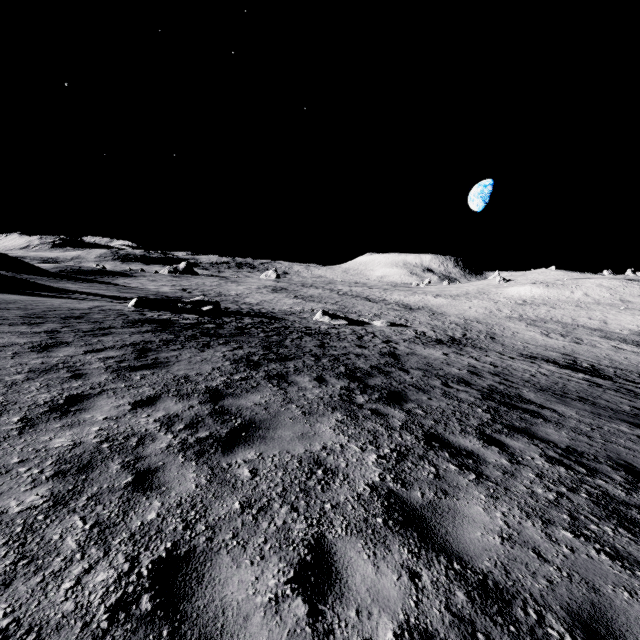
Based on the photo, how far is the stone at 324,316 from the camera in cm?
3162

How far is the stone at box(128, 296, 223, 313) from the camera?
20.1m

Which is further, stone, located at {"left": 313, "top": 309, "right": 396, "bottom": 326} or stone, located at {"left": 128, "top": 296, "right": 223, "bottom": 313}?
stone, located at {"left": 313, "top": 309, "right": 396, "bottom": 326}

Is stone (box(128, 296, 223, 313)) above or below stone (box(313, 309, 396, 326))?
above

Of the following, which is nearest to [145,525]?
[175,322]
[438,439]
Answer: [438,439]

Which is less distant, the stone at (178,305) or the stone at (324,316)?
the stone at (178,305)

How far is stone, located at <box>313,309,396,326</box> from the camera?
31.62m
